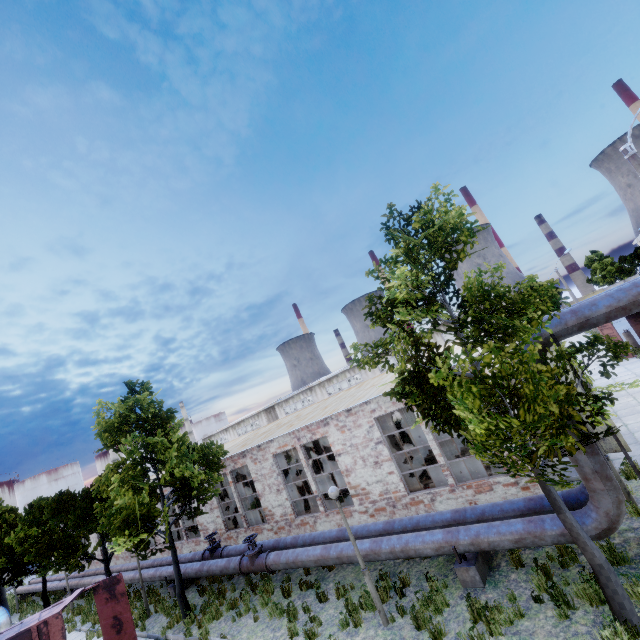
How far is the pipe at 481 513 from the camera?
7.4 meters

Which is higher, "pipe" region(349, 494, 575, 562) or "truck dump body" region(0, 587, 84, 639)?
"truck dump body" region(0, 587, 84, 639)

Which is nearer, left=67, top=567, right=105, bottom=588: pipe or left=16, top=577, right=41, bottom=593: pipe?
left=67, top=567, right=105, bottom=588: pipe

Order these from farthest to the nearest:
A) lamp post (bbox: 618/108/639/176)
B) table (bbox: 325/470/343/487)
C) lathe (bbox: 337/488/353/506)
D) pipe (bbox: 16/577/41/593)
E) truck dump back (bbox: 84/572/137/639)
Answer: pipe (bbox: 16/577/41/593) → table (bbox: 325/470/343/487) → lathe (bbox: 337/488/353/506) → truck dump back (bbox: 84/572/137/639) → lamp post (bbox: 618/108/639/176)

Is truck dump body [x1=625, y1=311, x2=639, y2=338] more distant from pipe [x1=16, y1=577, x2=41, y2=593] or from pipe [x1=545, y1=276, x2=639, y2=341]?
pipe [x1=16, y1=577, x2=41, y2=593]

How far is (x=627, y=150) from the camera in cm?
949

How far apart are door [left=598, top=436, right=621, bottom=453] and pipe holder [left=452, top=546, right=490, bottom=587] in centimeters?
544cm

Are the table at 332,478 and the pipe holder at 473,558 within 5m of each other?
no
